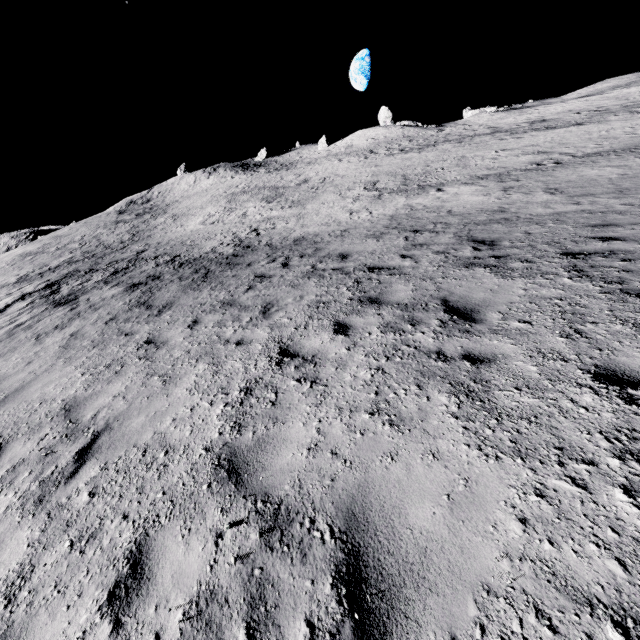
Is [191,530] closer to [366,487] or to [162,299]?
[366,487]
